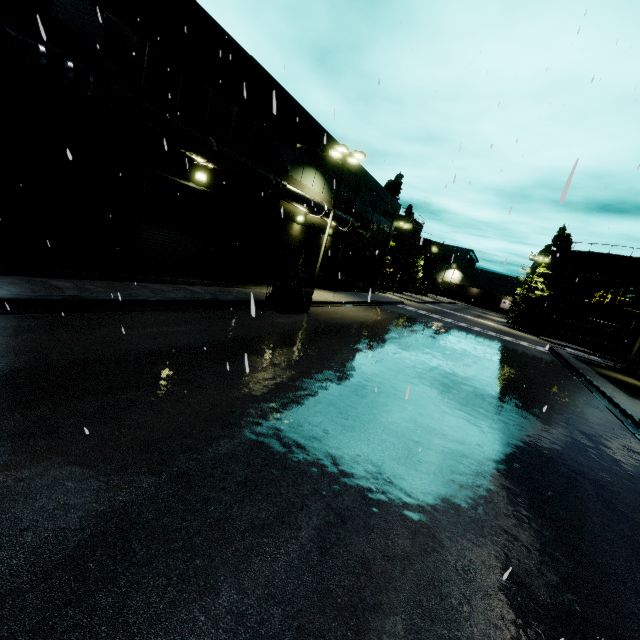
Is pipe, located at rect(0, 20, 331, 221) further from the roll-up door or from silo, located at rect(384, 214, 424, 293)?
silo, located at rect(384, 214, 424, 293)

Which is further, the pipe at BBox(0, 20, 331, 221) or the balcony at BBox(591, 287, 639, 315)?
the balcony at BBox(591, 287, 639, 315)

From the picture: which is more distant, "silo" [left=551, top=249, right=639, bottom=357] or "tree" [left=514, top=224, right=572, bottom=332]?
"tree" [left=514, top=224, right=572, bottom=332]

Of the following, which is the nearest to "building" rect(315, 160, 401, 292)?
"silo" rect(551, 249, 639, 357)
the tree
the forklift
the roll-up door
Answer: the roll-up door

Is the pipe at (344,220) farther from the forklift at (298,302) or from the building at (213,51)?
the forklift at (298,302)

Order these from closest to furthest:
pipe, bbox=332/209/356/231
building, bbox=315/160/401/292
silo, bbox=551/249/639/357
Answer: pipe, bbox=332/209/356/231 → building, bbox=315/160/401/292 → silo, bbox=551/249/639/357

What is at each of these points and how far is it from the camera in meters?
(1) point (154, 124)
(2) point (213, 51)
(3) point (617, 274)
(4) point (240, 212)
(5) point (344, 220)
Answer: (1) pipe, 11.4 m
(2) building, 13.7 m
(3) silo, 39.3 m
(4) building, 17.9 m
(5) pipe, 25.1 m

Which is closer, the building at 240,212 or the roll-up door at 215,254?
the building at 240,212
